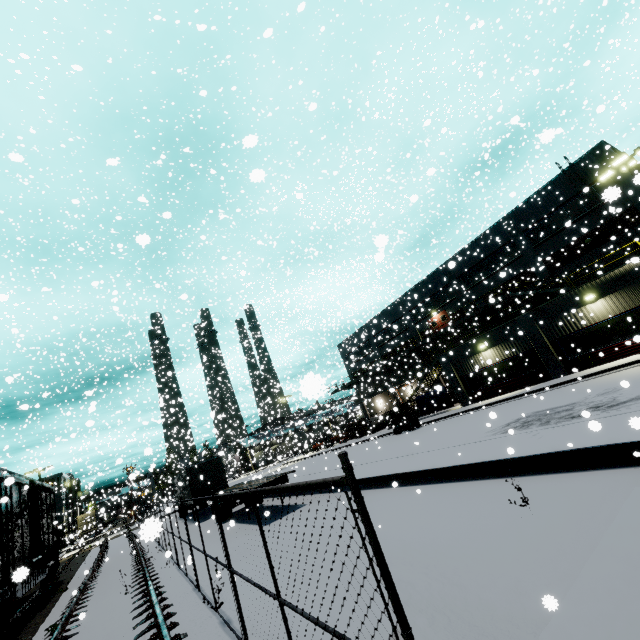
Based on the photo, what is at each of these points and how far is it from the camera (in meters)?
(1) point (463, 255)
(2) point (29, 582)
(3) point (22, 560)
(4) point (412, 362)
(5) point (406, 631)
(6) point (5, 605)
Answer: (1) building, 35.50
(2) flatcar, 12.77
(3) cargo car, 11.75
(4) building, 43.09
(5) fence, 1.68
(6) bogie, 10.34

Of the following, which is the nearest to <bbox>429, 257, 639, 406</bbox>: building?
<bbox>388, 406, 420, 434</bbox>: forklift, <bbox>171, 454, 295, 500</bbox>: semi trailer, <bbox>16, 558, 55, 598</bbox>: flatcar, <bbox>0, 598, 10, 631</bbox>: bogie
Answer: <bbox>171, 454, 295, 500</bbox>: semi trailer

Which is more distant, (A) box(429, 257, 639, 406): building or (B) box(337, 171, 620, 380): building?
(B) box(337, 171, 620, 380): building

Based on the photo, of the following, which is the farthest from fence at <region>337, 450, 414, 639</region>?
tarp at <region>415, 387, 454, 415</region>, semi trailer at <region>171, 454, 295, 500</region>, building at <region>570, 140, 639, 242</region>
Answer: tarp at <region>415, 387, 454, 415</region>

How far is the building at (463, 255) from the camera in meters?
26.5 m

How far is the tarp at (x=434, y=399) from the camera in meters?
29.8 m

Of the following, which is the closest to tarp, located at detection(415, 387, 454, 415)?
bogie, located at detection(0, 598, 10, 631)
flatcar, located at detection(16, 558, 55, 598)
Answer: flatcar, located at detection(16, 558, 55, 598)

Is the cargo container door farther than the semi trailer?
Yes
